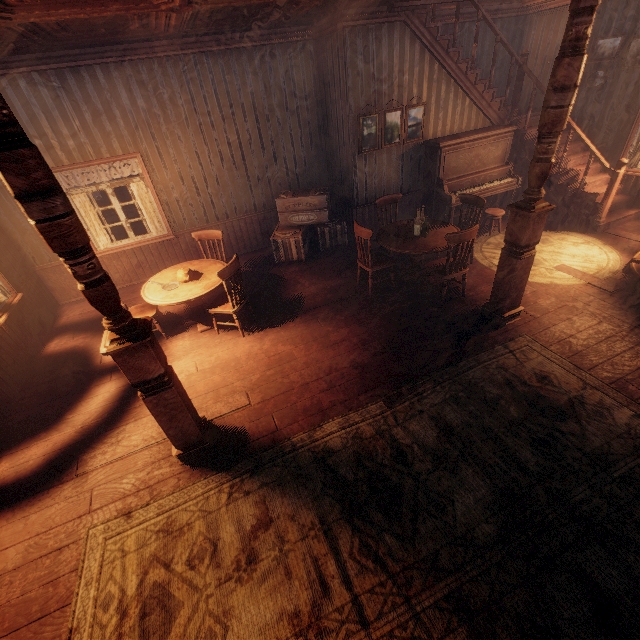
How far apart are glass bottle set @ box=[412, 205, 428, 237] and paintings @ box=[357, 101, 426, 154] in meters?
2.0 m

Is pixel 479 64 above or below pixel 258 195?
above

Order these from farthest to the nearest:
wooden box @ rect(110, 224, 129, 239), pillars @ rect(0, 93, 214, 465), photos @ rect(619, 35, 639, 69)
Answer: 1. wooden box @ rect(110, 224, 129, 239)
2. photos @ rect(619, 35, 639, 69)
3. pillars @ rect(0, 93, 214, 465)

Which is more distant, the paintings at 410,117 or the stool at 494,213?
the stool at 494,213

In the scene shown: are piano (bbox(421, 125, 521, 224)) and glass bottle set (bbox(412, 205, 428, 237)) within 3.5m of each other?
yes

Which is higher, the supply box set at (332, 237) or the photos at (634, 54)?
the photos at (634, 54)

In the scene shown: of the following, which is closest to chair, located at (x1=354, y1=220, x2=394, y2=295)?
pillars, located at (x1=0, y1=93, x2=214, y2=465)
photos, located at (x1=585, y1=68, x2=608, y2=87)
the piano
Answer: the piano

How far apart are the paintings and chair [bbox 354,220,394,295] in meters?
1.9
